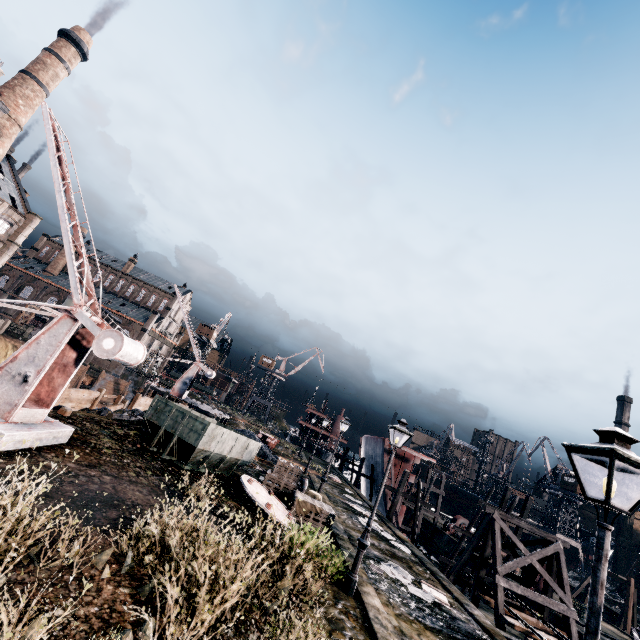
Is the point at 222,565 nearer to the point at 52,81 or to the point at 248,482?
the point at 248,482

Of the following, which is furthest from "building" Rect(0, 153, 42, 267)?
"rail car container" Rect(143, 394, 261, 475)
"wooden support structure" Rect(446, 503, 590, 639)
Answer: "wooden support structure" Rect(446, 503, 590, 639)

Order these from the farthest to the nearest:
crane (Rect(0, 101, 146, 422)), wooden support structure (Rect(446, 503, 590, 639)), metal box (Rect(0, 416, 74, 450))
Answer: wooden support structure (Rect(446, 503, 590, 639)) → crane (Rect(0, 101, 146, 422)) → metal box (Rect(0, 416, 74, 450))

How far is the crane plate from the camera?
13.0 meters

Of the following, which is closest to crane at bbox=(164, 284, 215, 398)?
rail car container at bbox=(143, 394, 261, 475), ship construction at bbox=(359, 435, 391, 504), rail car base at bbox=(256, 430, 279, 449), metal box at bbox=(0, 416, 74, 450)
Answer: rail car base at bbox=(256, 430, 279, 449)

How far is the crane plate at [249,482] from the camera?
13.0m

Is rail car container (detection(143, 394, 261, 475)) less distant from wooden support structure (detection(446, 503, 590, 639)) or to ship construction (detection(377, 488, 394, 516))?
wooden support structure (detection(446, 503, 590, 639))

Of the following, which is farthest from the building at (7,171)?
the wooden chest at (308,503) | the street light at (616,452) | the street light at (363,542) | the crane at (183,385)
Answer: the wooden chest at (308,503)
